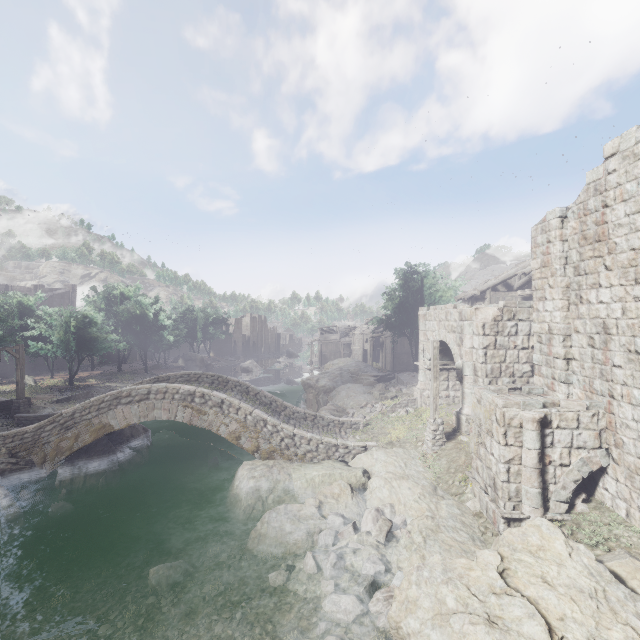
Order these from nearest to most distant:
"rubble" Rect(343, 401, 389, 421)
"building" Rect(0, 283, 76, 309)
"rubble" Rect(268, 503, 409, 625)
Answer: "rubble" Rect(268, 503, 409, 625), "rubble" Rect(343, 401, 389, 421), "building" Rect(0, 283, 76, 309)

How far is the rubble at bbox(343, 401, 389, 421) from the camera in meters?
21.5

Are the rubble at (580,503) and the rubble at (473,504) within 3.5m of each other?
yes

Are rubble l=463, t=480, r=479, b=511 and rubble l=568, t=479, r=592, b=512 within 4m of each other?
yes

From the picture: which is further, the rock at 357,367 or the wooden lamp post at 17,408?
the rock at 357,367

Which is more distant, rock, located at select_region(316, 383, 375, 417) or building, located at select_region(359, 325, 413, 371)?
building, located at select_region(359, 325, 413, 371)

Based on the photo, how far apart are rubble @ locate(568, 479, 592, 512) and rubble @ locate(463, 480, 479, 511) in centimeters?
165cm

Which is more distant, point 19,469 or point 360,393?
point 360,393
